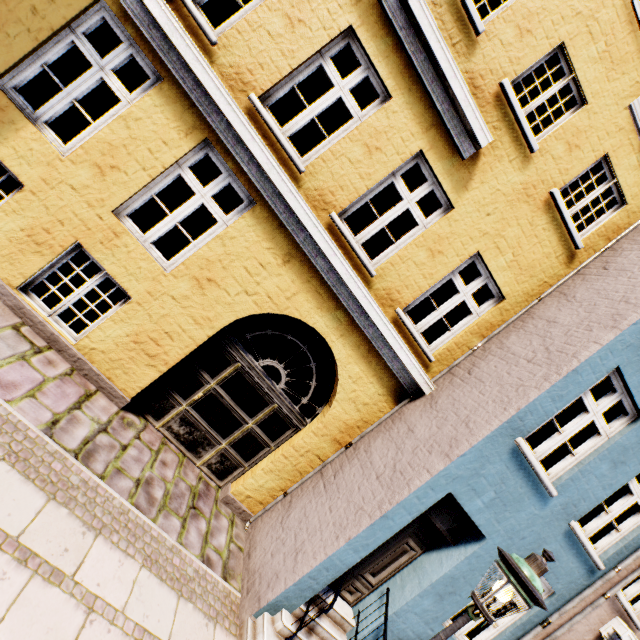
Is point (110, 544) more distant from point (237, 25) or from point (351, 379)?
point (237, 25)

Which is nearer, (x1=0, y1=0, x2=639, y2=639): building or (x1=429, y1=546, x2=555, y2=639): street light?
(x1=429, y1=546, x2=555, y2=639): street light

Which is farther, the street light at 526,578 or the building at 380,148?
the building at 380,148
